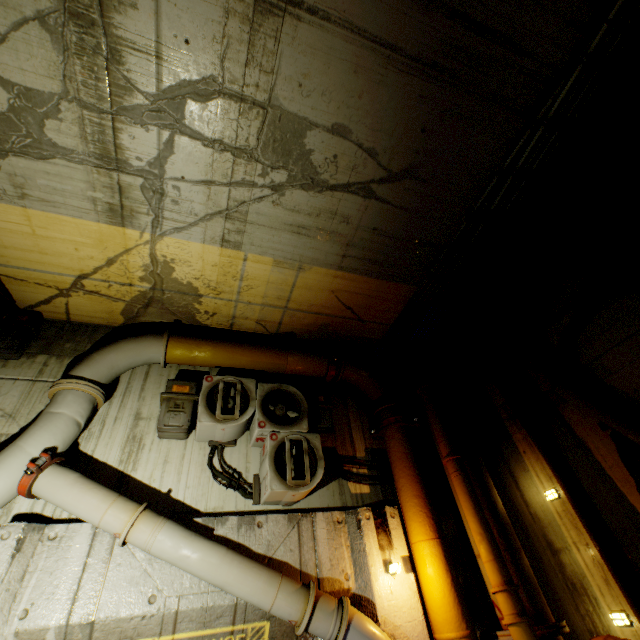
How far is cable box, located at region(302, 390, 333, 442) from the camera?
5.25m

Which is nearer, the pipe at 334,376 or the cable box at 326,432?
the pipe at 334,376

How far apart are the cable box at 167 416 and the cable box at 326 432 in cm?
173

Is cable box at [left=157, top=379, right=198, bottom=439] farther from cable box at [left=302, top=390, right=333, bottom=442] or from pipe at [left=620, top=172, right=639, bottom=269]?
cable box at [left=302, top=390, right=333, bottom=442]

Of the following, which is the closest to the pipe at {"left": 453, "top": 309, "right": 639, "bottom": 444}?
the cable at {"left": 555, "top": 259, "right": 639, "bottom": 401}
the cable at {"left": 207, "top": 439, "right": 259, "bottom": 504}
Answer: the cable at {"left": 555, "top": 259, "right": 639, "bottom": 401}

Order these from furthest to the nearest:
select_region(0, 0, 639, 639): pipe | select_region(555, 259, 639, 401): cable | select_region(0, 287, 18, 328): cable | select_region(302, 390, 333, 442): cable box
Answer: select_region(302, 390, 333, 442): cable box → select_region(0, 287, 18, 328): cable → select_region(555, 259, 639, 401): cable → select_region(0, 0, 639, 639): pipe

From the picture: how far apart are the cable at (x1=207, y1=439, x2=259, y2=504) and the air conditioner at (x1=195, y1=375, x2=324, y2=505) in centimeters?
1cm

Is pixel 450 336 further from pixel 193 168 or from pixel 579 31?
Result: pixel 193 168
